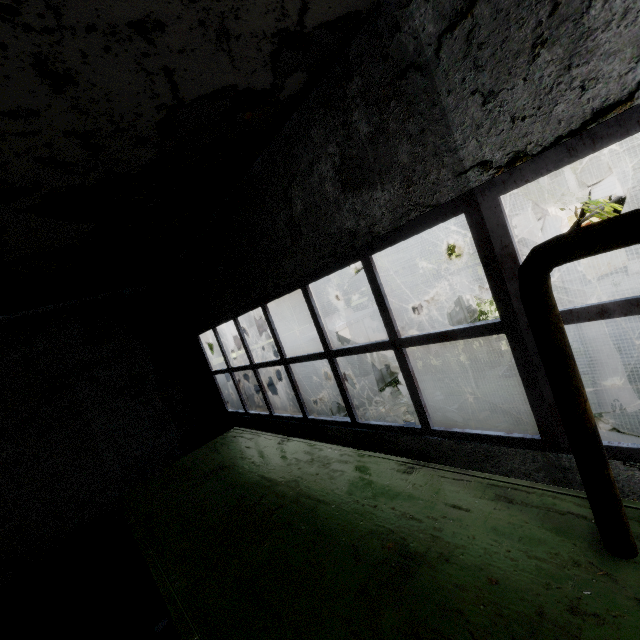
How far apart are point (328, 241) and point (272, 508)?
3.06m

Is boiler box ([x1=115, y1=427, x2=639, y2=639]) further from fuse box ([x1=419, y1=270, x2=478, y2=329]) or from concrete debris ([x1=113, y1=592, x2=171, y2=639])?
fuse box ([x1=419, y1=270, x2=478, y2=329])

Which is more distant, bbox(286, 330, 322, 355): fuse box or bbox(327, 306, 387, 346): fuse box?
bbox(327, 306, 387, 346): fuse box

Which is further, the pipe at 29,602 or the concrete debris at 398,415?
the concrete debris at 398,415

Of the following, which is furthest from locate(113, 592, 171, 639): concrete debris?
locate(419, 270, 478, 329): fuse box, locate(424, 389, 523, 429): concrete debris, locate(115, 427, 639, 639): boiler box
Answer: locate(419, 270, 478, 329): fuse box

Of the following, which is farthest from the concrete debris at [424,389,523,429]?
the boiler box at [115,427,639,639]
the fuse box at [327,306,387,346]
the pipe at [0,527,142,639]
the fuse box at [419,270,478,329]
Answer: the fuse box at [419,270,478,329]

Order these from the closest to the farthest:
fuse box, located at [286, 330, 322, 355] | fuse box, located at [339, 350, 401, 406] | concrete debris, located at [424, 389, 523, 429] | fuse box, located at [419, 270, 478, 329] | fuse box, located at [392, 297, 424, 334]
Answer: concrete debris, located at [424, 389, 523, 429], fuse box, located at [286, 330, 322, 355], fuse box, located at [339, 350, 401, 406], fuse box, located at [419, 270, 478, 329], fuse box, located at [392, 297, 424, 334]

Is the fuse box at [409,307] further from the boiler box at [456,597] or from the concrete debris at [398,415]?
the boiler box at [456,597]
